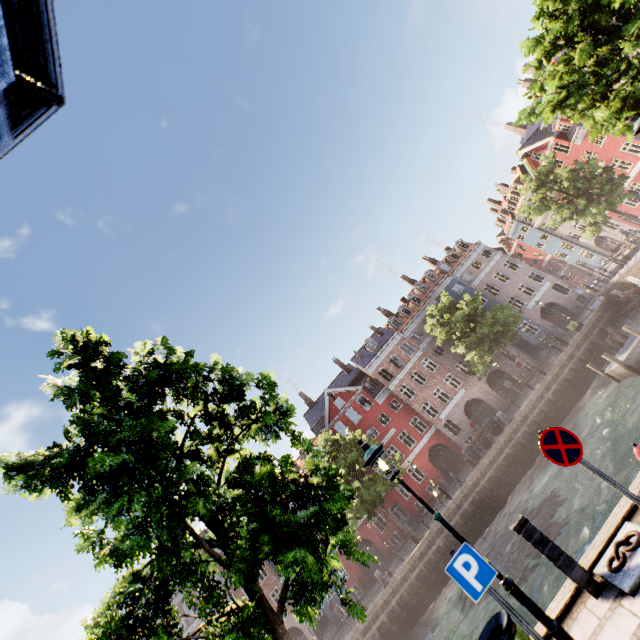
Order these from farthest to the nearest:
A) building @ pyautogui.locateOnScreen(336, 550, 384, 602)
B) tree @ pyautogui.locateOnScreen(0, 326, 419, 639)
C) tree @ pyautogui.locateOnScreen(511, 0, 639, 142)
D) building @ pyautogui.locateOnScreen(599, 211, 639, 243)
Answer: building @ pyautogui.locateOnScreen(599, 211, 639, 243), building @ pyautogui.locateOnScreen(336, 550, 384, 602), tree @ pyautogui.locateOnScreen(511, 0, 639, 142), tree @ pyautogui.locateOnScreen(0, 326, 419, 639)

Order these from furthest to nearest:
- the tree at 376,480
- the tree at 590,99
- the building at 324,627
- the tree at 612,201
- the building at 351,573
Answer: the building at 351,573 < the building at 324,627 < the tree at 612,201 < the tree at 590,99 < the tree at 376,480

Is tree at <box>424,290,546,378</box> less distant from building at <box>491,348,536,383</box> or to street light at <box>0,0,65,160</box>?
building at <box>491,348,536,383</box>

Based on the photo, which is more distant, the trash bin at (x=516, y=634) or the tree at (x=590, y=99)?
the tree at (x=590, y=99)

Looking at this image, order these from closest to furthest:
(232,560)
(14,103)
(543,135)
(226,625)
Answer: (14,103)
(226,625)
(232,560)
(543,135)

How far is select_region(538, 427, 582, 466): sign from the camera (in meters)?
4.60

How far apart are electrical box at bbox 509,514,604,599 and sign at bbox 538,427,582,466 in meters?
1.5

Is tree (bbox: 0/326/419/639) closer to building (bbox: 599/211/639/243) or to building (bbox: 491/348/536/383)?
building (bbox: 599/211/639/243)
